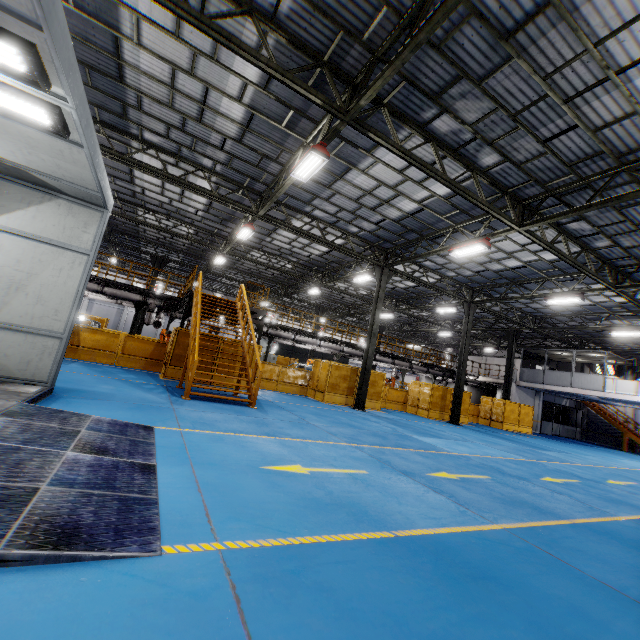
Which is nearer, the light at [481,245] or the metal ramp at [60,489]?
the metal ramp at [60,489]

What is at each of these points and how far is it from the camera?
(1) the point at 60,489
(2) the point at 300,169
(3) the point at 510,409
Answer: (1) metal ramp, 3.00m
(2) light, 10.12m
(3) metal panel, 25.09m

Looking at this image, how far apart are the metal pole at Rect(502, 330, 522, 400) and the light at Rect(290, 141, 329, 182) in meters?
23.1

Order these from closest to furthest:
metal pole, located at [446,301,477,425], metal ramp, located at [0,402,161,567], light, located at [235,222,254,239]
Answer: metal ramp, located at [0,402,161,567] → light, located at [235,222,254,239] → metal pole, located at [446,301,477,425]

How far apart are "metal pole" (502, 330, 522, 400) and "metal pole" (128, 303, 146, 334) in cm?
2750

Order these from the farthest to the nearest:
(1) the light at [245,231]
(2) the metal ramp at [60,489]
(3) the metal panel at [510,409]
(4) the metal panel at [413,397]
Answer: (3) the metal panel at [510,409], (4) the metal panel at [413,397], (1) the light at [245,231], (2) the metal ramp at [60,489]

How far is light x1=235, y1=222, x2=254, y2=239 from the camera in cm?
1577

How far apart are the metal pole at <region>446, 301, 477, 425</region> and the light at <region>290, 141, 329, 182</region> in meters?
15.0 m
